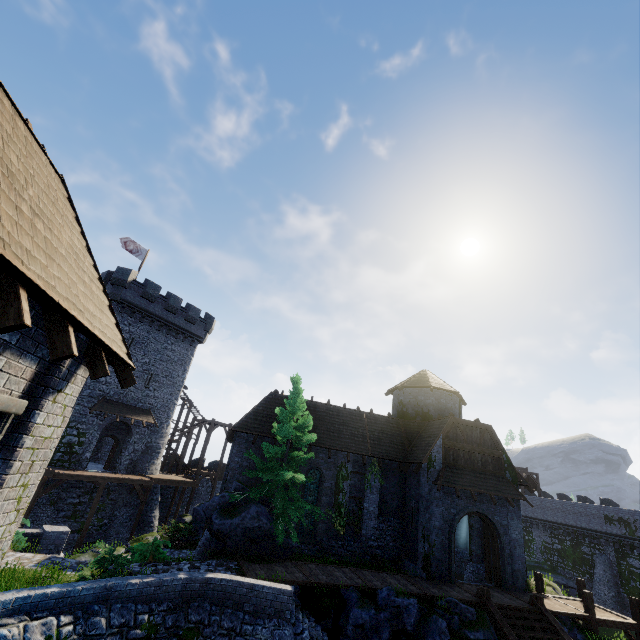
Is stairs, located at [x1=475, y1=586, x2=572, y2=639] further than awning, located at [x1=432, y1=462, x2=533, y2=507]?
No

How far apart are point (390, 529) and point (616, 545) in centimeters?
3118cm

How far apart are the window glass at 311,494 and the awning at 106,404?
17.21m

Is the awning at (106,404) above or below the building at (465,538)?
above

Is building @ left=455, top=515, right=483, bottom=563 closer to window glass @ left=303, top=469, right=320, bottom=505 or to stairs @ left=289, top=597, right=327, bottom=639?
window glass @ left=303, top=469, right=320, bottom=505

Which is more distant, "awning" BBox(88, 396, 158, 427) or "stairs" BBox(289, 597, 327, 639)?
"awning" BBox(88, 396, 158, 427)

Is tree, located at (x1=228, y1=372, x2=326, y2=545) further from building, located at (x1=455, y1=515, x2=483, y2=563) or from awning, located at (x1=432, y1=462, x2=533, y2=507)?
awning, located at (x1=432, y1=462, x2=533, y2=507)

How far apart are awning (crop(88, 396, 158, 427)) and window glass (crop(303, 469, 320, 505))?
17.2 meters
